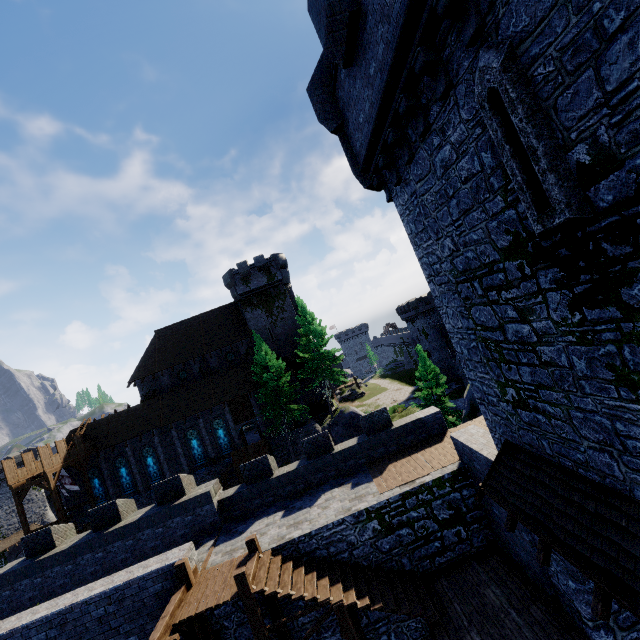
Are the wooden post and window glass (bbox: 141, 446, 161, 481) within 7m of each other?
no

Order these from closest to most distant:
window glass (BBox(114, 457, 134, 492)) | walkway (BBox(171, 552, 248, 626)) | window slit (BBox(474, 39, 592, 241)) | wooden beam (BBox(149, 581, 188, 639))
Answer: window slit (BBox(474, 39, 592, 241)) < wooden beam (BBox(149, 581, 188, 639)) < walkway (BBox(171, 552, 248, 626)) < window glass (BBox(114, 457, 134, 492))

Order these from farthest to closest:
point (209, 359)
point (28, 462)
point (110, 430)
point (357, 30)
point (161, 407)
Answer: point (209, 359) < point (161, 407) < point (110, 430) < point (28, 462) < point (357, 30)

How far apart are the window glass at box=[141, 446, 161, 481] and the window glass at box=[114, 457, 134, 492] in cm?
150

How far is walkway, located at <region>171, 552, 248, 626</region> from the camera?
8.94m

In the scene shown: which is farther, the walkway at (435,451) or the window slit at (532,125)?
the walkway at (435,451)

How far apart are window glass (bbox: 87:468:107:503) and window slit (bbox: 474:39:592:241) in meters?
43.5

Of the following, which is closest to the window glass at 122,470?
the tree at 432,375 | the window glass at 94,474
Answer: the window glass at 94,474
